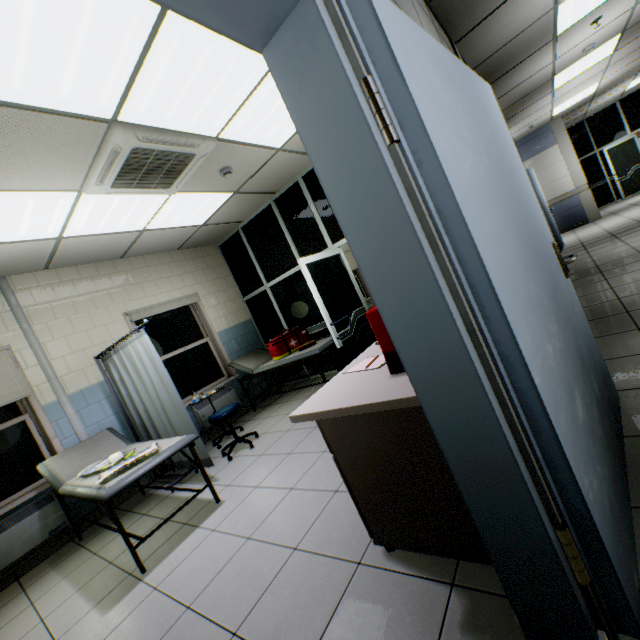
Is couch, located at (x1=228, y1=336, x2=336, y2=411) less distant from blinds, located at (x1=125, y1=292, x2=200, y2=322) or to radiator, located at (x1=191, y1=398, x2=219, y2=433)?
radiator, located at (x1=191, y1=398, x2=219, y2=433)

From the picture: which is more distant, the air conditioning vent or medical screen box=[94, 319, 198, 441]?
medical screen box=[94, 319, 198, 441]

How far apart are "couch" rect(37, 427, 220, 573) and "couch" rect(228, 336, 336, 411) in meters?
2.0 m

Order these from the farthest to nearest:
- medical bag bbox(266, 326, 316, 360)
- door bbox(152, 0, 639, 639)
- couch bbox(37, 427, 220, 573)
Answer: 1. medical bag bbox(266, 326, 316, 360)
2. couch bbox(37, 427, 220, 573)
3. door bbox(152, 0, 639, 639)

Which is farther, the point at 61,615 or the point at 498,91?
the point at 498,91

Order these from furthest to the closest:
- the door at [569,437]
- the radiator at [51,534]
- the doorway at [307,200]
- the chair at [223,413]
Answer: the doorway at [307,200] < the chair at [223,413] < the radiator at [51,534] < the door at [569,437]

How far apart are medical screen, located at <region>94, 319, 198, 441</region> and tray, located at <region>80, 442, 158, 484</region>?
0.48m

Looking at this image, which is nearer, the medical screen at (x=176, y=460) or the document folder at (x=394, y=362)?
the document folder at (x=394, y=362)
